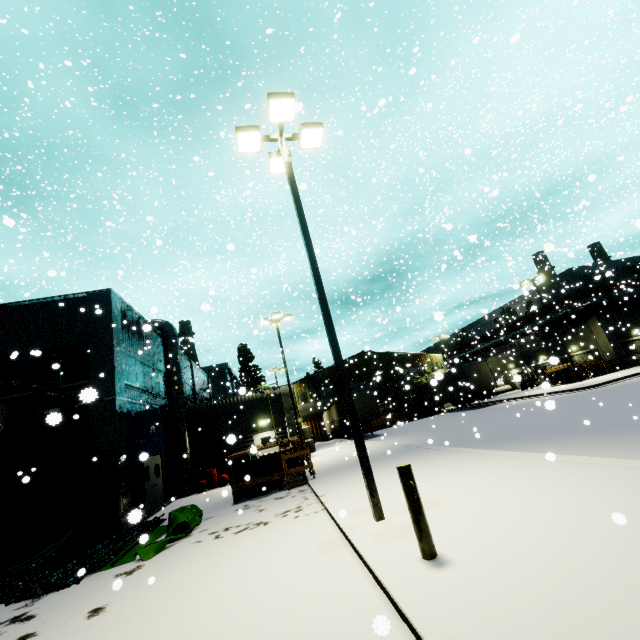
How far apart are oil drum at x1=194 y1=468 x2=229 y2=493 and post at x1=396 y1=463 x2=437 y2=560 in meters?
17.4

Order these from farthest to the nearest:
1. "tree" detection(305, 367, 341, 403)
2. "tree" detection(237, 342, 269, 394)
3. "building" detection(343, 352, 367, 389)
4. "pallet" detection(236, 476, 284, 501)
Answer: "building" detection(343, 352, 367, 389) < "tree" detection(305, 367, 341, 403) < "tree" detection(237, 342, 269, 394) < "pallet" detection(236, 476, 284, 501)

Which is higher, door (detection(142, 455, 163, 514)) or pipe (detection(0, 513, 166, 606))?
door (detection(142, 455, 163, 514))

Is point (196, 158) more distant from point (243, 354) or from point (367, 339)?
point (243, 354)

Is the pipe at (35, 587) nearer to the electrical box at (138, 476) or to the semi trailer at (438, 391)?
the electrical box at (138, 476)

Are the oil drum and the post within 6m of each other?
no

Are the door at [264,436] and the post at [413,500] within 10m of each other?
no

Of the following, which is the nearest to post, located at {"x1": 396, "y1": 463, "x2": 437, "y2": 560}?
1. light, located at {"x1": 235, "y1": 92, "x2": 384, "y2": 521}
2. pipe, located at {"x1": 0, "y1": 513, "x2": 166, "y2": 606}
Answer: light, located at {"x1": 235, "y1": 92, "x2": 384, "y2": 521}
